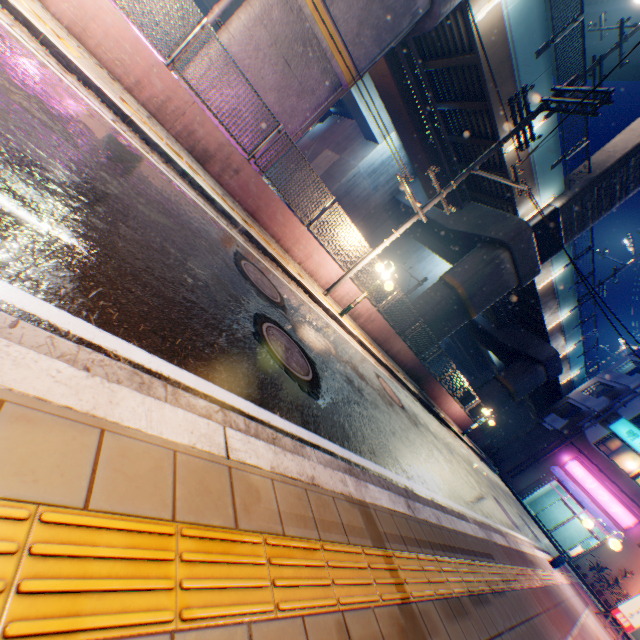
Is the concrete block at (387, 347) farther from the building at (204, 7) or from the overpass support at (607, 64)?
the building at (204, 7)

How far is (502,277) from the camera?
17.2m

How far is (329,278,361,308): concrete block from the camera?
12.0 meters

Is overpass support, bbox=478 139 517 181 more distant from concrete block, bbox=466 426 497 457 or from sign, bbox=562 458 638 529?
sign, bbox=562 458 638 529

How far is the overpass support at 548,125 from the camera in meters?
13.4 m

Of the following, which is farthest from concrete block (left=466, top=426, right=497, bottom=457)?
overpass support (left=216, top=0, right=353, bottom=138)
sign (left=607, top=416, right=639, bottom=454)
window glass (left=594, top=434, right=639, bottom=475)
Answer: sign (left=607, top=416, right=639, bottom=454)

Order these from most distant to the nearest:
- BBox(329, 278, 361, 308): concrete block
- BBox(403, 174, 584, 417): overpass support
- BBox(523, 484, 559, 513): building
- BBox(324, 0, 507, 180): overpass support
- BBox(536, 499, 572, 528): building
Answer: BBox(523, 484, 559, 513): building, BBox(536, 499, 572, 528): building, BBox(403, 174, 584, 417): overpass support, BBox(329, 278, 361, 308): concrete block, BBox(324, 0, 507, 180): overpass support

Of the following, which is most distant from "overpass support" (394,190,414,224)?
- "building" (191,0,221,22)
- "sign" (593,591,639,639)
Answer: "sign" (593,591,639,639)
